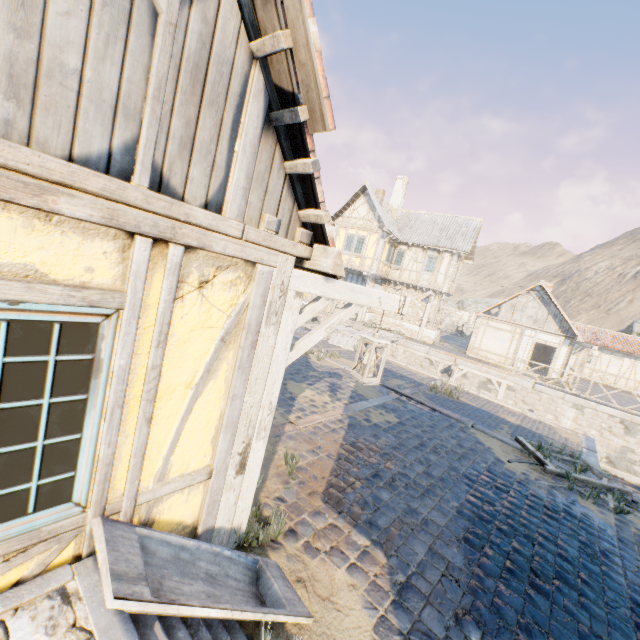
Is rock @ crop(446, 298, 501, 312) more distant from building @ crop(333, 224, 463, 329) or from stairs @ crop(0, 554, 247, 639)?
stairs @ crop(0, 554, 247, 639)

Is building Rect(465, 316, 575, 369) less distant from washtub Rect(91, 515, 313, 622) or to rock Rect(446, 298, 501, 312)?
rock Rect(446, 298, 501, 312)

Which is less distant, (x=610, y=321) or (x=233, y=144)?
(x=233, y=144)

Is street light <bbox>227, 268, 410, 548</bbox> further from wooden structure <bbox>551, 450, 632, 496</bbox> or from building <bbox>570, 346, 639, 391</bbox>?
building <bbox>570, 346, 639, 391</bbox>

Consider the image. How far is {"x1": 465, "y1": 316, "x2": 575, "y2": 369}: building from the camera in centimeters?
2064cm

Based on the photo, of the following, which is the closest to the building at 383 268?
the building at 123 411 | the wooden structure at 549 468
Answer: the wooden structure at 549 468

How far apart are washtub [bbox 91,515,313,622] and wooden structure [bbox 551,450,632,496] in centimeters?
629cm

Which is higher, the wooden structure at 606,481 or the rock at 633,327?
the rock at 633,327
